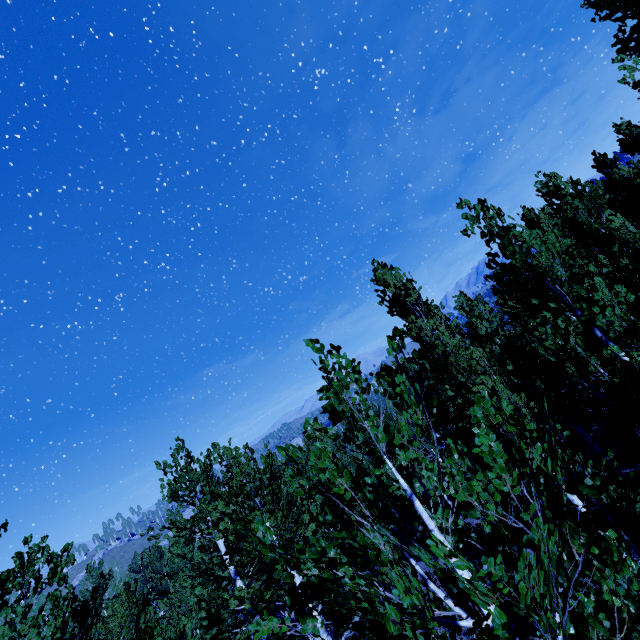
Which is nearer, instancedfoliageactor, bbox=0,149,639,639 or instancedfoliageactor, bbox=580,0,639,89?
instancedfoliageactor, bbox=0,149,639,639

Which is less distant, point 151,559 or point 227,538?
point 227,538

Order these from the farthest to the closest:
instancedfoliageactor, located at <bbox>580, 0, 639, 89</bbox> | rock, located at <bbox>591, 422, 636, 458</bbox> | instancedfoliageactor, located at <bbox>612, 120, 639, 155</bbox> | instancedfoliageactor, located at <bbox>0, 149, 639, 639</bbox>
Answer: instancedfoliageactor, located at <bbox>612, 120, 639, 155</bbox> → rock, located at <bbox>591, 422, 636, 458</bbox> → instancedfoliageactor, located at <bbox>580, 0, 639, 89</bbox> → instancedfoliageactor, located at <bbox>0, 149, 639, 639</bbox>

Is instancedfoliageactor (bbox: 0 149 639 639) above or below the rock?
→ above

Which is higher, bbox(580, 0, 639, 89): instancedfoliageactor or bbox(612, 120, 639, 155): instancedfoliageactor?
bbox(580, 0, 639, 89): instancedfoliageactor

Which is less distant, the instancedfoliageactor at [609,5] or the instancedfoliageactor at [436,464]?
the instancedfoliageactor at [436,464]

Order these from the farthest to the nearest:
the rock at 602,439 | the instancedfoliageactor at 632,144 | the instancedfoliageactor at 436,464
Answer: the instancedfoliageactor at 632,144
the rock at 602,439
the instancedfoliageactor at 436,464
